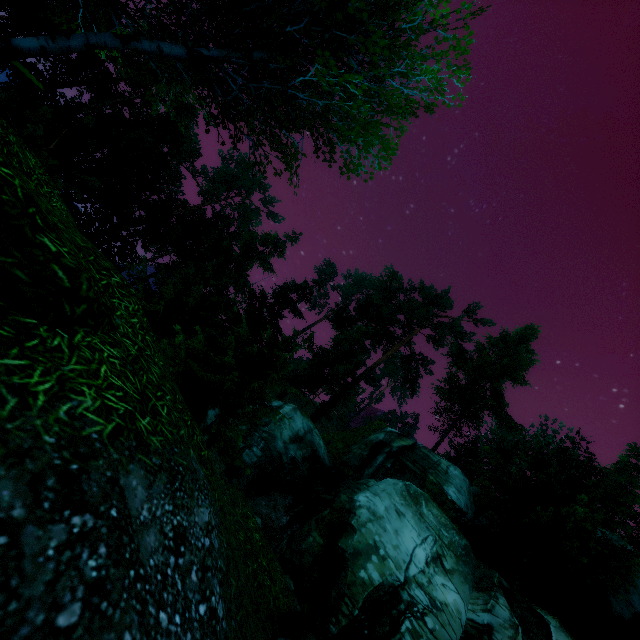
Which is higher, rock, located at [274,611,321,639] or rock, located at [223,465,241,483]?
rock, located at [223,465,241,483]

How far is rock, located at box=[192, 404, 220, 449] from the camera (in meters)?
5.16

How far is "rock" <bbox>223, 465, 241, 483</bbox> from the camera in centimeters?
504cm

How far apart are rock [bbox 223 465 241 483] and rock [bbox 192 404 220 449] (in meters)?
0.40

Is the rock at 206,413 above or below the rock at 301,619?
above

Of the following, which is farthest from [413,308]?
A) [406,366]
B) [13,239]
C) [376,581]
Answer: [13,239]

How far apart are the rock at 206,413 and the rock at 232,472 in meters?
0.4

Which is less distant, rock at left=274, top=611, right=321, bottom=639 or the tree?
rock at left=274, top=611, right=321, bottom=639
